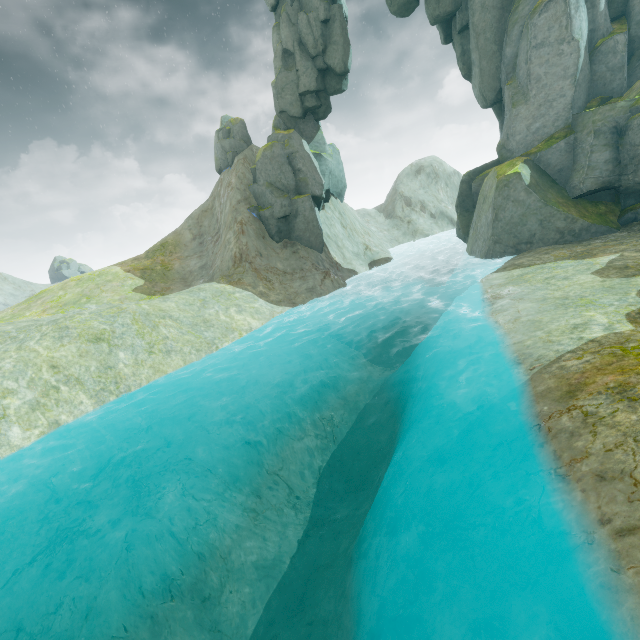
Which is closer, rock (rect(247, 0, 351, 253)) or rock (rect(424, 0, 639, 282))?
rock (rect(424, 0, 639, 282))

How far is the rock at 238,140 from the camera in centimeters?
3344cm

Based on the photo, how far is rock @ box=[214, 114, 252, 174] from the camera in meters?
33.4 m

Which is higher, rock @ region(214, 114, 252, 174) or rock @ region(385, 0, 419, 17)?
rock @ region(385, 0, 419, 17)

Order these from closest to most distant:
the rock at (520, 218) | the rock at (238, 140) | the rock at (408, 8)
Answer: the rock at (520, 218) < the rock at (408, 8) < the rock at (238, 140)

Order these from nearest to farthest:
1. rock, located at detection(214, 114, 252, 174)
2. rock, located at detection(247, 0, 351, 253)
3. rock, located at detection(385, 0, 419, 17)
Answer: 1. rock, located at detection(385, 0, 419, 17)
2. rock, located at detection(247, 0, 351, 253)
3. rock, located at detection(214, 114, 252, 174)

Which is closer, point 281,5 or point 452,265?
point 281,5
